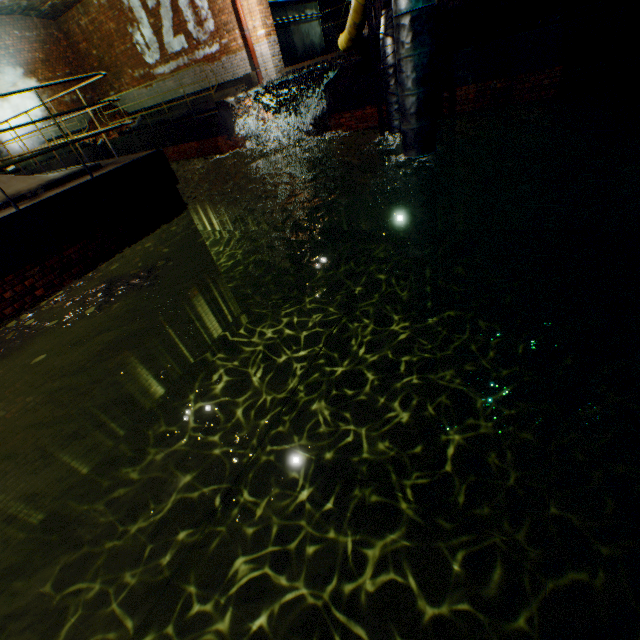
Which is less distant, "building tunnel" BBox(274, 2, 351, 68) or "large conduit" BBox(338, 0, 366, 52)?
"large conduit" BBox(338, 0, 366, 52)

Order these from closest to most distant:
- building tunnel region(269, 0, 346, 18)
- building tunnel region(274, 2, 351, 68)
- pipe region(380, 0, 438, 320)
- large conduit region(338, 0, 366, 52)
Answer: pipe region(380, 0, 438, 320) → large conduit region(338, 0, 366, 52) → building tunnel region(269, 0, 346, 18) → building tunnel region(274, 2, 351, 68)

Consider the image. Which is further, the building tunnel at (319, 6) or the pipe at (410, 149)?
the building tunnel at (319, 6)

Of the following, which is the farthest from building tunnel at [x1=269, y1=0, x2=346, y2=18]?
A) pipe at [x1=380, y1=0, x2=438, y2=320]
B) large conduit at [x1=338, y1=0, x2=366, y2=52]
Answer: pipe at [x1=380, y1=0, x2=438, y2=320]

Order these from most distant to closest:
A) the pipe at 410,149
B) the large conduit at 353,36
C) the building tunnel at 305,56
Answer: the building tunnel at 305,56
the large conduit at 353,36
the pipe at 410,149

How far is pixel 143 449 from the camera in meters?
6.6 m

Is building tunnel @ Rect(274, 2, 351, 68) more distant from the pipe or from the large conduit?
the pipe
